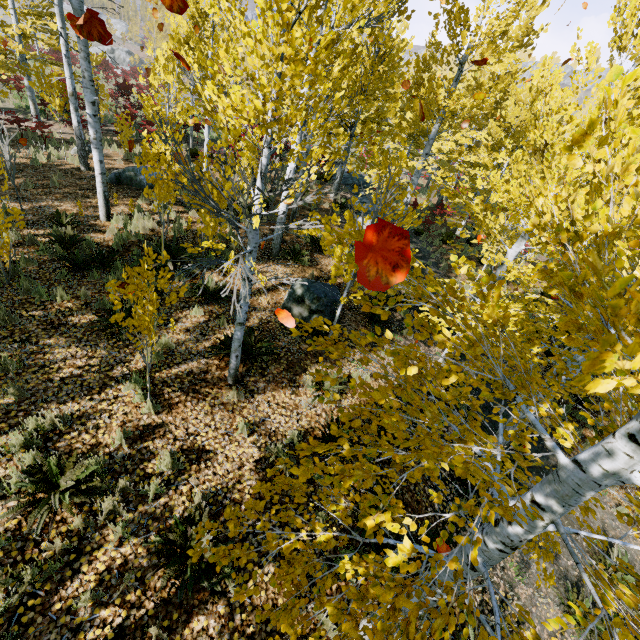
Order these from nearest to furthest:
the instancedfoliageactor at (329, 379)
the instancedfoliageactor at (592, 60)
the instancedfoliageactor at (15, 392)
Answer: the instancedfoliageactor at (329, 379), the instancedfoliageactor at (15, 392), the instancedfoliageactor at (592, 60)

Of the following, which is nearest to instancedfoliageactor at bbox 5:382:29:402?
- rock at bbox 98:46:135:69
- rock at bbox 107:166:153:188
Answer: rock at bbox 107:166:153:188

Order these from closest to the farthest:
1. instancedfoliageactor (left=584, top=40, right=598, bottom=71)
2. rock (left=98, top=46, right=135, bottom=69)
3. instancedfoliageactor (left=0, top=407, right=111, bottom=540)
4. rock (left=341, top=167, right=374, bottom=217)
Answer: instancedfoliageactor (left=0, top=407, right=111, bottom=540), instancedfoliageactor (left=584, top=40, right=598, bottom=71), rock (left=341, top=167, right=374, bottom=217), rock (left=98, top=46, right=135, bottom=69)

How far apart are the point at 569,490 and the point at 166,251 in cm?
841

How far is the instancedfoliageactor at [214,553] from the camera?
2.5m

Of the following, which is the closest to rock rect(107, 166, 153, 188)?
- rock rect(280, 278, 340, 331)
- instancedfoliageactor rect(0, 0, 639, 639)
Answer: instancedfoliageactor rect(0, 0, 639, 639)

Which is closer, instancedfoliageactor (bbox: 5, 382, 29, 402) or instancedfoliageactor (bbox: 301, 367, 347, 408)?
instancedfoliageactor (bbox: 301, 367, 347, 408)

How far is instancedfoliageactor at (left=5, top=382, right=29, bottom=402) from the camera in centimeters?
454cm
